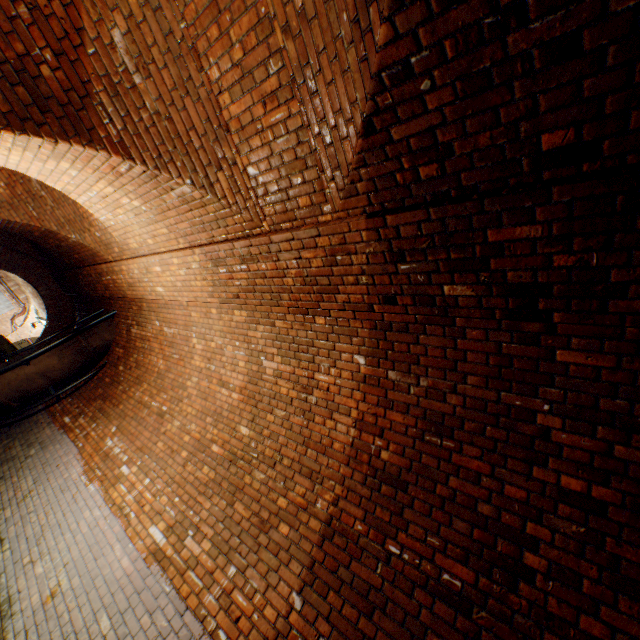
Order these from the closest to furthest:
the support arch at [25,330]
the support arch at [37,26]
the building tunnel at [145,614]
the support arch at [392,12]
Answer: the support arch at [392,12] < the building tunnel at [145,614] < the support arch at [37,26] < the support arch at [25,330]

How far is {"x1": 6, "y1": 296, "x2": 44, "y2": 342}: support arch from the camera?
21.0m

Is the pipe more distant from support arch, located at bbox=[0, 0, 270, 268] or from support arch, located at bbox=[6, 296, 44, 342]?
support arch, located at bbox=[6, 296, 44, 342]

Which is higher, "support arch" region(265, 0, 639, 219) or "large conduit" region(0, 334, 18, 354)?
"support arch" region(265, 0, 639, 219)

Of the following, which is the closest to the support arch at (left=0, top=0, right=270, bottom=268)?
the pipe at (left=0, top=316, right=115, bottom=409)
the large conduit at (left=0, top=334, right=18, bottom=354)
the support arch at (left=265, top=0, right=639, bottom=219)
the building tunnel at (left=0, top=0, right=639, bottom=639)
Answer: the building tunnel at (left=0, top=0, right=639, bottom=639)

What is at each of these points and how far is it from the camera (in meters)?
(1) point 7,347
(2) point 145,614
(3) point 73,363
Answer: (1) large conduit, 11.70
(2) building tunnel, 3.10
(3) pipe, 7.82

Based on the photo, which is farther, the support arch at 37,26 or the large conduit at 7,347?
the large conduit at 7,347

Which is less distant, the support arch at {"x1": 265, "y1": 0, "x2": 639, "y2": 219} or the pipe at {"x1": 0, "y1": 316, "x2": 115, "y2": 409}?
the support arch at {"x1": 265, "y1": 0, "x2": 639, "y2": 219}
